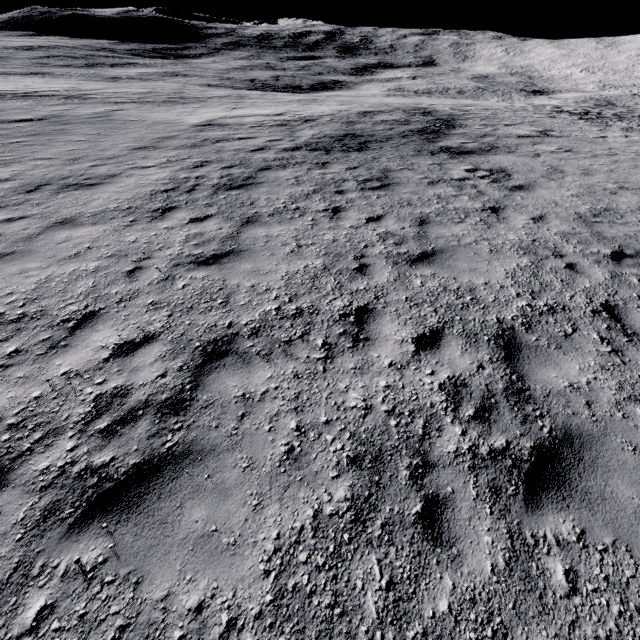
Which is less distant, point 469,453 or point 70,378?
point 469,453
